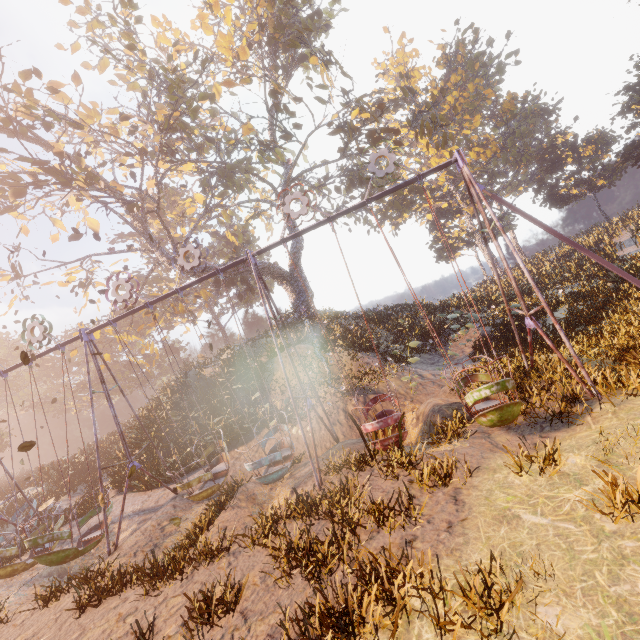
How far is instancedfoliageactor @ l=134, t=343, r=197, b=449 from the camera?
15.42m

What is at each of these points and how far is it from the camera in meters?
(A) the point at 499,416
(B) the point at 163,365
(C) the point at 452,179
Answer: (A) swing, 6.4
(B) instancedfoliageactor, 47.1
(C) instancedfoliageactor, 36.0

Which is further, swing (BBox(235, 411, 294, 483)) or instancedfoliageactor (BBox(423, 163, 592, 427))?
swing (BBox(235, 411, 294, 483))

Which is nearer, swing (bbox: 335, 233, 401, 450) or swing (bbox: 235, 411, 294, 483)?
swing (bbox: 335, 233, 401, 450)

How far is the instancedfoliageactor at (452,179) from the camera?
7.0m

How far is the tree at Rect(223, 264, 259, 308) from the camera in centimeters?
2209cm

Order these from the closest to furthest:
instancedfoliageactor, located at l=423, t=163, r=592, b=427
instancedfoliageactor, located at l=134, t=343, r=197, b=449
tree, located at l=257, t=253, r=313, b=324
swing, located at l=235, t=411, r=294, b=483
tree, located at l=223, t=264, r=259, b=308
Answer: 1. instancedfoliageactor, located at l=423, t=163, r=592, b=427
2. swing, located at l=235, t=411, r=294, b=483
3. instancedfoliageactor, located at l=134, t=343, r=197, b=449
4. tree, located at l=223, t=264, r=259, b=308
5. tree, located at l=257, t=253, r=313, b=324

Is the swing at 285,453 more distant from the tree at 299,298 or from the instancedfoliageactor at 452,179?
the instancedfoliageactor at 452,179
